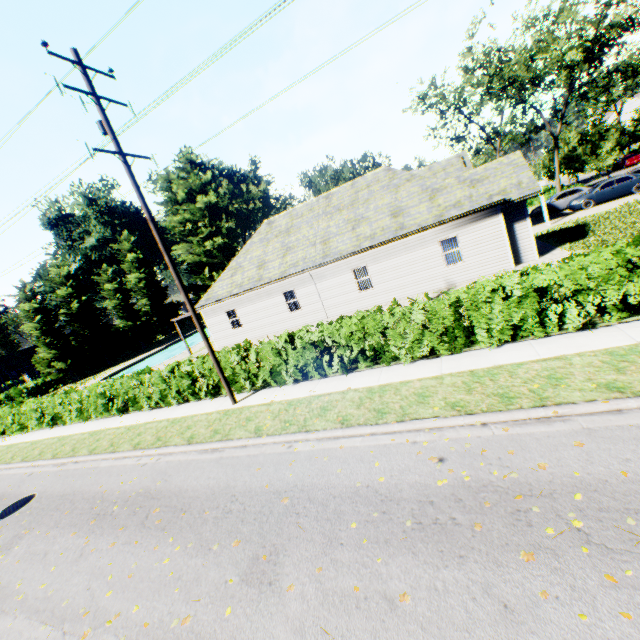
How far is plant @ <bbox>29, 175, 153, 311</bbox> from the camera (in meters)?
47.97

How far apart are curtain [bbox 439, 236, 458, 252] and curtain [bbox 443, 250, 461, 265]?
0.1 meters

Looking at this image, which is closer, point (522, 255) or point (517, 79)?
point (522, 255)

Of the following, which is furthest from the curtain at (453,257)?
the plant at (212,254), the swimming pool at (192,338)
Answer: the plant at (212,254)

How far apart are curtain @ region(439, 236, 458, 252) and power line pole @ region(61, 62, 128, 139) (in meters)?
12.92

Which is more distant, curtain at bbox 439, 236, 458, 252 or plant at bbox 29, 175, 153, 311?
plant at bbox 29, 175, 153, 311

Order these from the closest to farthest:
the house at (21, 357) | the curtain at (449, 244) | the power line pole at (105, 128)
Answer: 1. the power line pole at (105, 128)
2. the curtain at (449, 244)
3. the house at (21, 357)

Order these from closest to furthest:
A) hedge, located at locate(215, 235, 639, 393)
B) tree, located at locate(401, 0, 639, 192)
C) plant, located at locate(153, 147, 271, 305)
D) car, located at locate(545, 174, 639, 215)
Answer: hedge, located at locate(215, 235, 639, 393) < car, located at locate(545, 174, 639, 215) < tree, located at locate(401, 0, 639, 192) < plant, located at locate(153, 147, 271, 305)
